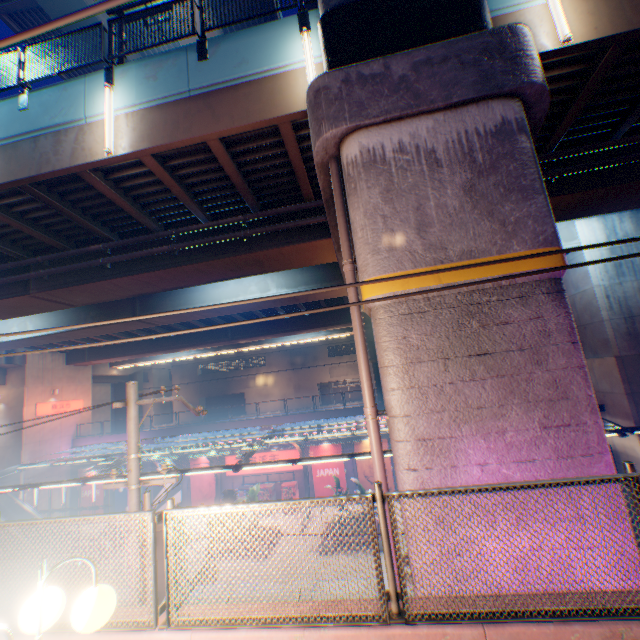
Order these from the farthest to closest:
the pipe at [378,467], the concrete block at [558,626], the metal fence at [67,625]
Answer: the pipe at [378,467] < the metal fence at [67,625] < the concrete block at [558,626]

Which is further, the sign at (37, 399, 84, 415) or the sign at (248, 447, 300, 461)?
the sign at (37, 399, 84, 415)

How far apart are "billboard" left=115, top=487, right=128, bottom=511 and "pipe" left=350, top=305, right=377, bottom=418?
29.17m

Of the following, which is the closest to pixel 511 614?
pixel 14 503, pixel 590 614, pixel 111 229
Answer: pixel 590 614

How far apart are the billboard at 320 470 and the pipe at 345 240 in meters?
20.9

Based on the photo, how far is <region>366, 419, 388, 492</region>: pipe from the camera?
5.3 meters

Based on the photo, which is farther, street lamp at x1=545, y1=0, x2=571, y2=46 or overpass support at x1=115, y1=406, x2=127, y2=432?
overpass support at x1=115, y1=406, x2=127, y2=432

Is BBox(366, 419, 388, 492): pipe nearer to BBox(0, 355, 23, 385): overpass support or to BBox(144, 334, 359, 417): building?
BBox(0, 355, 23, 385): overpass support
